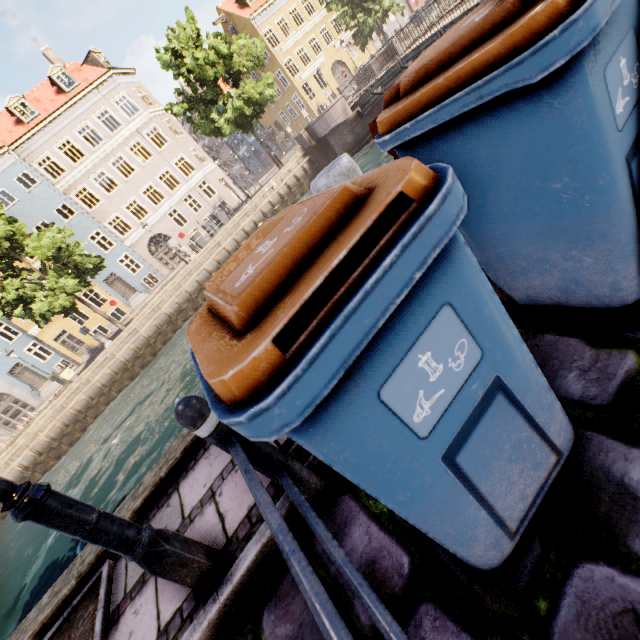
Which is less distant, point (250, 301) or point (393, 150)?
point (250, 301)

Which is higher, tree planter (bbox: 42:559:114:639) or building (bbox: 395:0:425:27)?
building (bbox: 395:0:425:27)

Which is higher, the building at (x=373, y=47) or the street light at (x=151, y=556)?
the building at (x=373, y=47)

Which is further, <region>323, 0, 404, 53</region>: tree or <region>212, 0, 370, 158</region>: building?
<region>212, 0, 370, 158</region>: building

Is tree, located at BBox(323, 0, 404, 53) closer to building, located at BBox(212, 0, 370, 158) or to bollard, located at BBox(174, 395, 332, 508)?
bollard, located at BBox(174, 395, 332, 508)

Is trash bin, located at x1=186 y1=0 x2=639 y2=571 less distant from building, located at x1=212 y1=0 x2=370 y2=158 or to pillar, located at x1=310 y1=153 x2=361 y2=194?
pillar, located at x1=310 y1=153 x2=361 y2=194

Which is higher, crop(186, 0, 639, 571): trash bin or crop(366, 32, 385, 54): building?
crop(366, 32, 385, 54): building

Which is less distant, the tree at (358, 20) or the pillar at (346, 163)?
the pillar at (346, 163)
